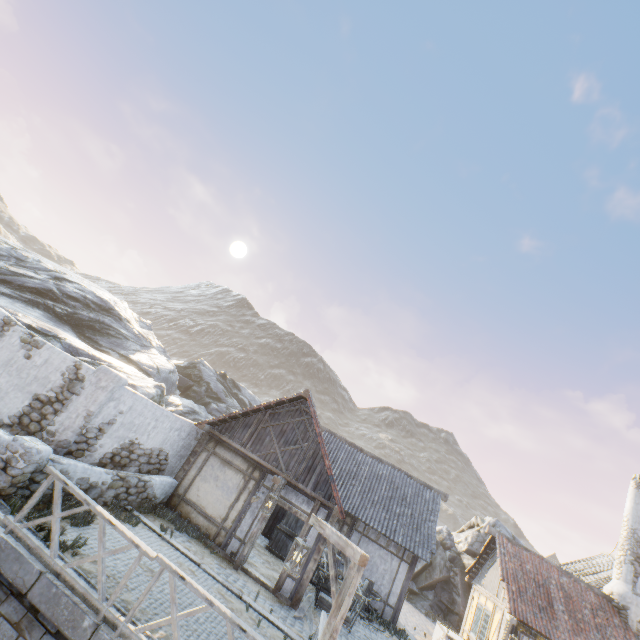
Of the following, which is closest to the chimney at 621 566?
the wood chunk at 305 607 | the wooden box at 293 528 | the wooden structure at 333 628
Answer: the wooden box at 293 528

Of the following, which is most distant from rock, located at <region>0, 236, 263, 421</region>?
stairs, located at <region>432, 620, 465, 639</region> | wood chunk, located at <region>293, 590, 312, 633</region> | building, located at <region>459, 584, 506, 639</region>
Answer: wood chunk, located at <region>293, 590, 312, 633</region>

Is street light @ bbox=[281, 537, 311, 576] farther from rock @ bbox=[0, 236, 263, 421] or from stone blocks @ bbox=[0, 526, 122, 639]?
rock @ bbox=[0, 236, 263, 421]

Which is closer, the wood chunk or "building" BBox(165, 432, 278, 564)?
the wood chunk

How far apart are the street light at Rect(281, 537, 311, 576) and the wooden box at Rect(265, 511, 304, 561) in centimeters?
891cm

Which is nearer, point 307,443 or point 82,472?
point 82,472

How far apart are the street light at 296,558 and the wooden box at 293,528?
8.9 meters

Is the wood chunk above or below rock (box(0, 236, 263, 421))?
below
